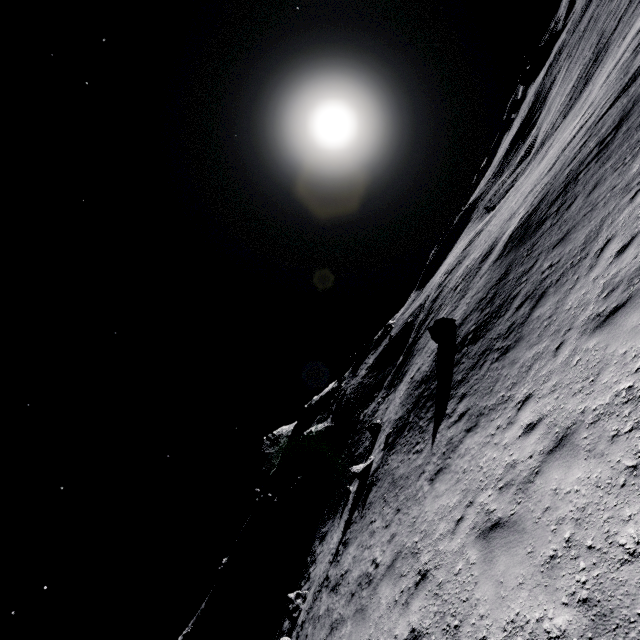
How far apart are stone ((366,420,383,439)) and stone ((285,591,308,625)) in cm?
1012

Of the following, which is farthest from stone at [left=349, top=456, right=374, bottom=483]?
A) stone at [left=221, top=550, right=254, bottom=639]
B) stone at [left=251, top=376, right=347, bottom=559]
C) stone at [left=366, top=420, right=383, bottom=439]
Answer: stone at [left=221, top=550, right=254, bottom=639]

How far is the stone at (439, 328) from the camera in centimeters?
1731cm

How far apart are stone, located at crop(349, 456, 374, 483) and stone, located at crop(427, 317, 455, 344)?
7.95m

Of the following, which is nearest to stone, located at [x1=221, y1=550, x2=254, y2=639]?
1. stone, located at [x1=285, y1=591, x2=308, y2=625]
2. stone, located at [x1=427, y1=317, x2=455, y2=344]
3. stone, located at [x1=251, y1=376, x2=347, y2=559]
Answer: stone, located at [x1=251, y1=376, x2=347, y2=559]

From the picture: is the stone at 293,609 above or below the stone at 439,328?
below

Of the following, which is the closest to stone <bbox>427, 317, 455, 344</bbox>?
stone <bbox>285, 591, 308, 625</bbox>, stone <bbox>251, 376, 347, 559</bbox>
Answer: stone <bbox>285, 591, 308, 625</bbox>

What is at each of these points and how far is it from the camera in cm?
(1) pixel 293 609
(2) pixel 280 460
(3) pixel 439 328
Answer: (1) stone, 1916
(2) stone, 5800
(3) stone, 1742
